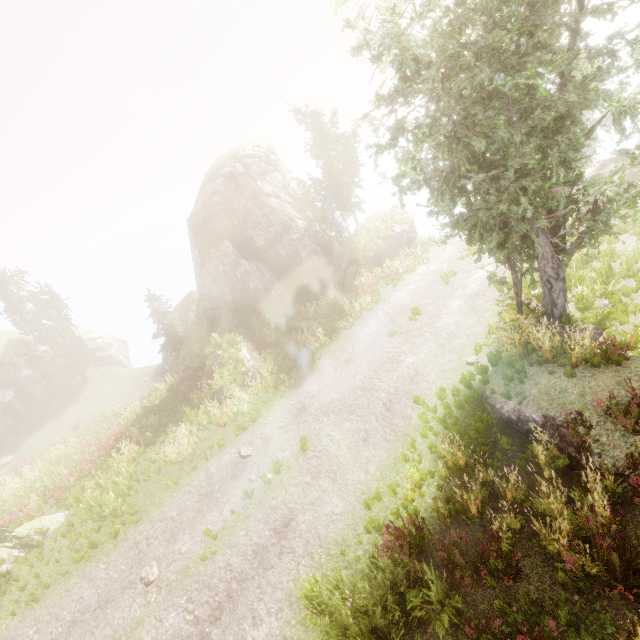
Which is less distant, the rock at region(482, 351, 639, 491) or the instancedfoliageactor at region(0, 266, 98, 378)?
the rock at region(482, 351, 639, 491)

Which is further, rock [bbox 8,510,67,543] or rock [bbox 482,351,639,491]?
rock [bbox 8,510,67,543]

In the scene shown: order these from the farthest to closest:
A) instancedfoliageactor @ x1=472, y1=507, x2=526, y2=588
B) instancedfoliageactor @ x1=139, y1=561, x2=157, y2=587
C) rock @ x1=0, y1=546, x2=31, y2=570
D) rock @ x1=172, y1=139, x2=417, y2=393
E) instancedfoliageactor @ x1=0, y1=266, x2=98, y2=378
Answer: instancedfoliageactor @ x1=0, y1=266, x2=98, y2=378, rock @ x1=172, y1=139, x2=417, y2=393, rock @ x1=0, y1=546, x2=31, y2=570, instancedfoliageactor @ x1=139, y1=561, x2=157, y2=587, instancedfoliageactor @ x1=472, y1=507, x2=526, y2=588

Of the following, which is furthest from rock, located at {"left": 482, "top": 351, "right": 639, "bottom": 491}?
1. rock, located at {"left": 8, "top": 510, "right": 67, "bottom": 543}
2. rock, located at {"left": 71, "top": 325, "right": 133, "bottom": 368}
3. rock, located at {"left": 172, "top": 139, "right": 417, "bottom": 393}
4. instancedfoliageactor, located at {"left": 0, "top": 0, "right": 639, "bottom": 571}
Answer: rock, located at {"left": 71, "top": 325, "right": 133, "bottom": 368}

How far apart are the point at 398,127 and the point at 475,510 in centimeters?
932cm

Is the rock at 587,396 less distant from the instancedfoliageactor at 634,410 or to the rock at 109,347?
the instancedfoliageactor at 634,410

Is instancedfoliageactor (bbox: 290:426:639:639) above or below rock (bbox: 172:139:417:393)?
below

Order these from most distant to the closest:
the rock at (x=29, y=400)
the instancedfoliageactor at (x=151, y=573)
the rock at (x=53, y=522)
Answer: the rock at (x=29, y=400), the rock at (x=53, y=522), the instancedfoliageactor at (x=151, y=573)
